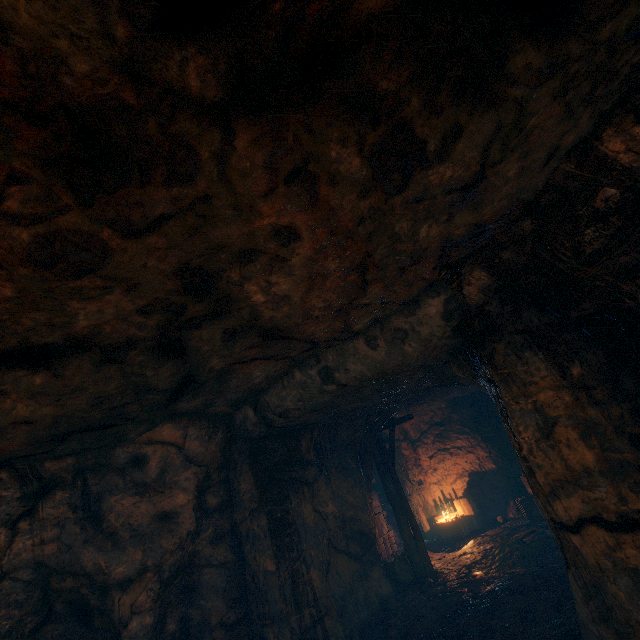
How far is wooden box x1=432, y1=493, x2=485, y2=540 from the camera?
11.8 meters

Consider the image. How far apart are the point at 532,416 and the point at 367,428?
6.48m

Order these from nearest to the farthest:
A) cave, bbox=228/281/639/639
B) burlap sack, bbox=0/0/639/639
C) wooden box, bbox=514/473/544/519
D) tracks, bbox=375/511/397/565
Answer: burlap sack, bbox=0/0/639/639 < cave, bbox=228/281/639/639 < wooden box, bbox=514/473/544/519 < tracks, bbox=375/511/397/565

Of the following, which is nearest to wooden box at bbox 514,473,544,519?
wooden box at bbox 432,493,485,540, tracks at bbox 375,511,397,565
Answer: wooden box at bbox 432,493,485,540

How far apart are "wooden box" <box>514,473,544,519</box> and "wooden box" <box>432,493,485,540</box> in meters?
1.6 m

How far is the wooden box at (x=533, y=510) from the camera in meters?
10.6 m

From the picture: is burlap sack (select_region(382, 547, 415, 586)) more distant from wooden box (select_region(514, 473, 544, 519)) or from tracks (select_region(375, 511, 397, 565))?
wooden box (select_region(514, 473, 544, 519))

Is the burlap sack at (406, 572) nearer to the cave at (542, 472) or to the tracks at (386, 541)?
the cave at (542, 472)
